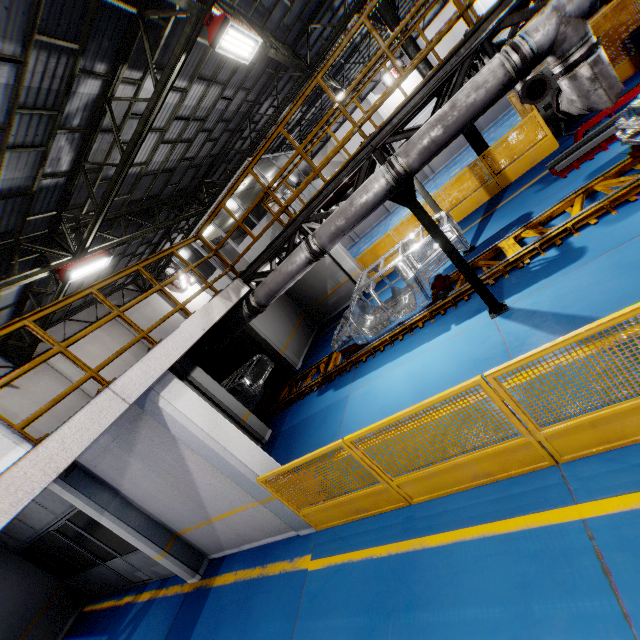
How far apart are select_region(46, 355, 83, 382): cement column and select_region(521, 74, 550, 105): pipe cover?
19.00m

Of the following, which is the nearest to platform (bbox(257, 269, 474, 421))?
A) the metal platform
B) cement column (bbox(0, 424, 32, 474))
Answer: the metal platform

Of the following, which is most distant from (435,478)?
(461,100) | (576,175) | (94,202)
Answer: (94,202)

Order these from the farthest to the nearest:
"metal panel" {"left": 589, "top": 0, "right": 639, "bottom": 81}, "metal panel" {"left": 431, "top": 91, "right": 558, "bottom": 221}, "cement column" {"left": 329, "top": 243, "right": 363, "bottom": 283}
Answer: "cement column" {"left": 329, "top": 243, "right": 363, "bottom": 283}
"metal panel" {"left": 431, "top": 91, "right": 558, "bottom": 221}
"metal panel" {"left": 589, "top": 0, "right": 639, "bottom": 81}

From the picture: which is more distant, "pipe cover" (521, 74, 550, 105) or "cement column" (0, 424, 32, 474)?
"pipe cover" (521, 74, 550, 105)

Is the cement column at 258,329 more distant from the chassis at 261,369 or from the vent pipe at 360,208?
the vent pipe at 360,208

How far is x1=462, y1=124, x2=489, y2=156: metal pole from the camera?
11.9m

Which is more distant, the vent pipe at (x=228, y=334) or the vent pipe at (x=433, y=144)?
the vent pipe at (x=228, y=334)
